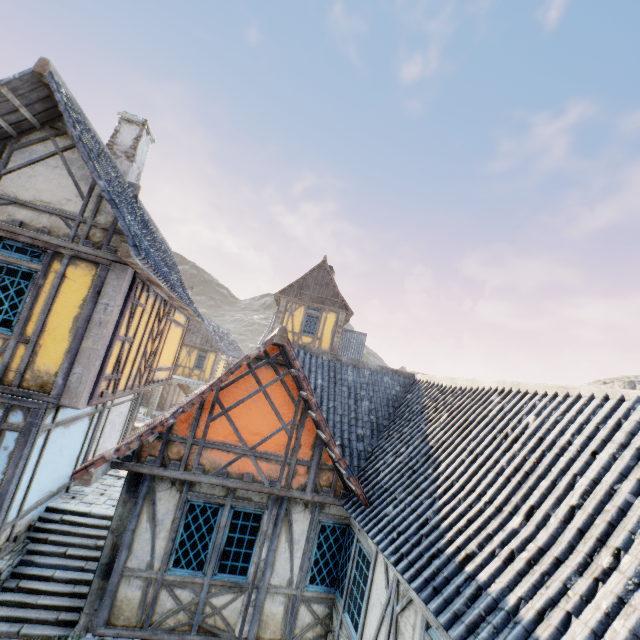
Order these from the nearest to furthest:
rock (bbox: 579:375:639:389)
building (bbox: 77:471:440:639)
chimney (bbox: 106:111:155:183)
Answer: building (bbox: 77:471:440:639), chimney (bbox: 106:111:155:183), rock (bbox: 579:375:639:389)

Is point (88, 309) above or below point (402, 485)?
above

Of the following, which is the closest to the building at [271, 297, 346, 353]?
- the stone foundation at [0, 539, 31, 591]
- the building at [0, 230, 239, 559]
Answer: the building at [0, 230, 239, 559]

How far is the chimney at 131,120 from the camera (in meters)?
10.02

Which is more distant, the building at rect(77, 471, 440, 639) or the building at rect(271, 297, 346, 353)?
the building at rect(271, 297, 346, 353)

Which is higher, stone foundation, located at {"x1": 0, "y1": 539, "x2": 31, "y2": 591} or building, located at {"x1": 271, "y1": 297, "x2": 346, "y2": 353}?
building, located at {"x1": 271, "y1": 297, "x2": 346, "y2": 353}

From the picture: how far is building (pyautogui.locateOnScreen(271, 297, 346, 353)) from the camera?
19.31m

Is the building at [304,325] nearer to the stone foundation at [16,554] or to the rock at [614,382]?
the rock at [614,382]
